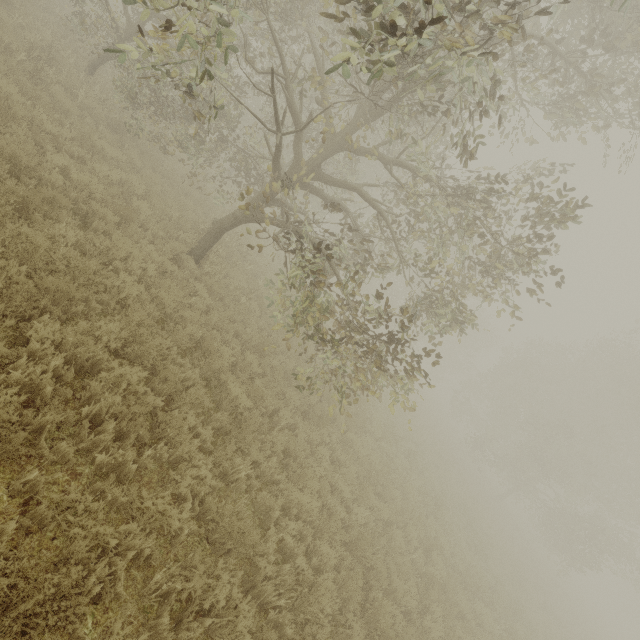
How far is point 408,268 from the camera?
35.3m
